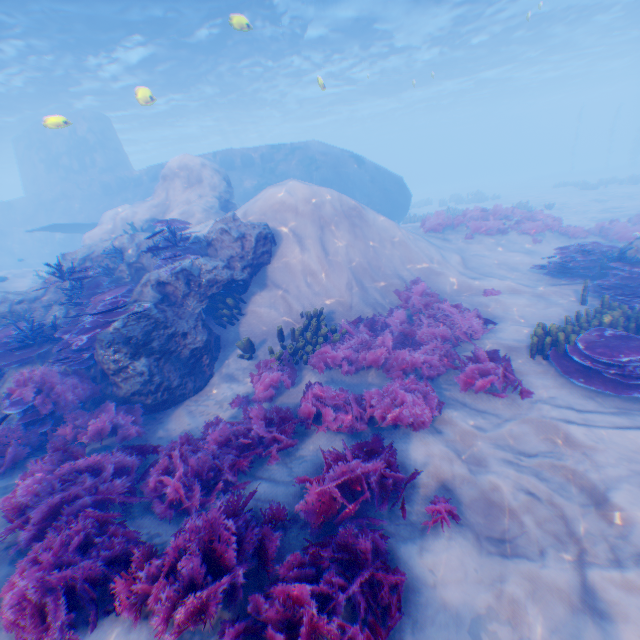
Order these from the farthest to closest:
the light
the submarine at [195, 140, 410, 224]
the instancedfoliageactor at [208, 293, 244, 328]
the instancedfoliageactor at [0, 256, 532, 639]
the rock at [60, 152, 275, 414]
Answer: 1. the submarine at [195, 140, 410, 224]
2. the light
3. the instancedfoliageactor at [208, 293, 244, 328]
4. the rock at [60, 152, 275, 414]
5. the instancedfoliageactor at [0, 256, 532, 639]

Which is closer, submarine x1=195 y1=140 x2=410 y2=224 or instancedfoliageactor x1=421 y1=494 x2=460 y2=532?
instancedfoliageactor x1=421 y1=494 x2=460 y2=532

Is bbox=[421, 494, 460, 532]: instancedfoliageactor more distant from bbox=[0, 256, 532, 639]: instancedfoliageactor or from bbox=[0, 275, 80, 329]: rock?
bbox=[0, 256, 532, 639]: instancedfoliageactor

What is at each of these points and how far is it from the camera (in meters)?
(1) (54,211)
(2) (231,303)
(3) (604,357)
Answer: (1) submarine, 23.33
(2) instancedfoliageactor, 8.30
(3) instancedfoliageactor, 5.61

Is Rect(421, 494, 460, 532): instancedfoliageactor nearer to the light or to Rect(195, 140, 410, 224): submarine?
Rect(195, 140, 410, 224): submarine

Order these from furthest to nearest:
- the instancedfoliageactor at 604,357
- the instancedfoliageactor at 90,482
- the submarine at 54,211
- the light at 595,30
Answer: the submarine at 54,211
the light at 595,30
the instancedfoliageactor at 604,357
the instancedfoliageactor at 90,482

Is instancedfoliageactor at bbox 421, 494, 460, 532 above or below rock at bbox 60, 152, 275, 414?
below

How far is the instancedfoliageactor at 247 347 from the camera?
7.7m
